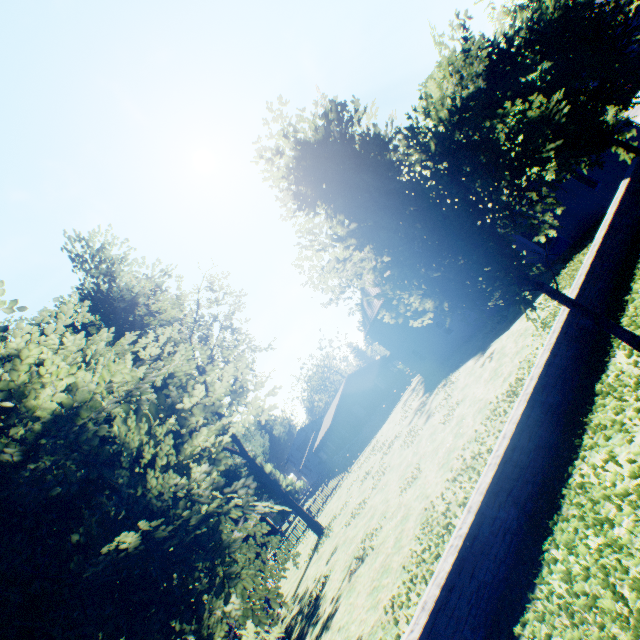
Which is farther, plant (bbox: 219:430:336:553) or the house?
the house

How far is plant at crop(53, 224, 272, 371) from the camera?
20.2m

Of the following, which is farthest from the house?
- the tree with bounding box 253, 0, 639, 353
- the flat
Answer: the tree with bounding box 253, 0, 639, 353

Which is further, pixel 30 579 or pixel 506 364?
pixel 506 364

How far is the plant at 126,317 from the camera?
20.2m

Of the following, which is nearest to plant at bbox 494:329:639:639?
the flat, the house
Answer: the house

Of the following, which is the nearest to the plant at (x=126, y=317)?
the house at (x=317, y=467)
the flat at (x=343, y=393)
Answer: the house at (x=317, y=467)

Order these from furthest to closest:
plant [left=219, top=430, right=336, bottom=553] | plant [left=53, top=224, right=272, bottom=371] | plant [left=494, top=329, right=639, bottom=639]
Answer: plant [left=219, top=430, right=336, bottom=553]
plant [left=53, top=224, right=272, bottom=371]
plant [left=494, top=329, right=639, bottom=639]
